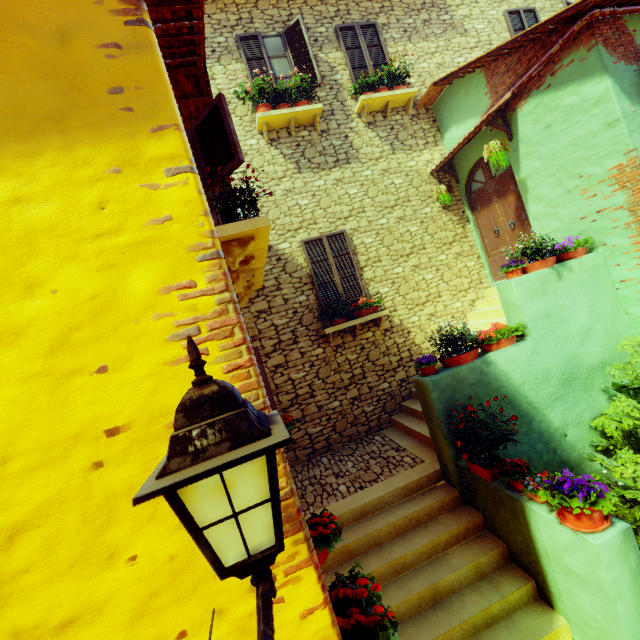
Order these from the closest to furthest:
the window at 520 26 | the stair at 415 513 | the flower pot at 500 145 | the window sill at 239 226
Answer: the window sill at 239 226 → the stair at 415 513 → the flower pot at 500 145 → the window at 520 26

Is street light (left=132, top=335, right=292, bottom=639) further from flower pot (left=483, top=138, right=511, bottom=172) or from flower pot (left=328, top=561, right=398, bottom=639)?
flower pot (left=483, top=138, right=511, bottom=172)

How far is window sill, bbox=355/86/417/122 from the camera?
7.6 meters

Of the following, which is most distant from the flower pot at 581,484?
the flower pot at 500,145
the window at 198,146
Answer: the flower pot at 500,145

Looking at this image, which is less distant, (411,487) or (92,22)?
(92,22)

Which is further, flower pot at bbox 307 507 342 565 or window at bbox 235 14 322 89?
window at bbox 235 14 322 89

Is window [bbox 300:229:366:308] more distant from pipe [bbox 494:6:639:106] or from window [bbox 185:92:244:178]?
pipe [bbox 494:6:639:106]

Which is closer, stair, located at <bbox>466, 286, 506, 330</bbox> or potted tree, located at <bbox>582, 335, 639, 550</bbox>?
potted tree, located at <bbox>582, 335, 639, 550</bbox>
